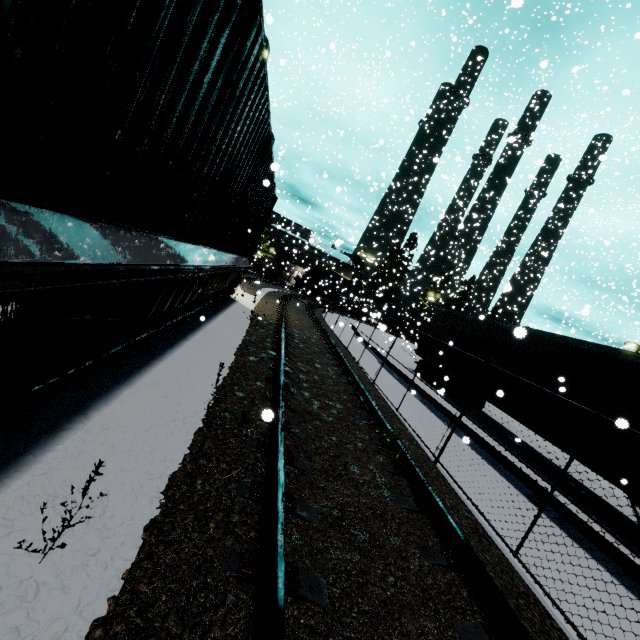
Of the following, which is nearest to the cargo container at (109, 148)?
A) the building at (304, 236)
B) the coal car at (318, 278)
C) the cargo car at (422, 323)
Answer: the building at (304, 236)

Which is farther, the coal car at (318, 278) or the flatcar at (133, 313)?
the coal car at (318, 278)

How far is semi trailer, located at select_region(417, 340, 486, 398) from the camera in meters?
12.5

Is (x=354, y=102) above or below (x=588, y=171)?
above

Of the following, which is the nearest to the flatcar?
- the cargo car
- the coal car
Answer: the coal car

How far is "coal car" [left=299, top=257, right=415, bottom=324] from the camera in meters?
38.5 m

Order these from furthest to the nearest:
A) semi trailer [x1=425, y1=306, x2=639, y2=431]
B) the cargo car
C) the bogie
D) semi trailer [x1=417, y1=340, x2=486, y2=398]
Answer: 1. the cargo car
2. semi trailer [x1=417, y1=340, x2=486, y2=398]
3. semi trailer [x1=425, y1=306, x2=639, y2=431]
4. the bogie

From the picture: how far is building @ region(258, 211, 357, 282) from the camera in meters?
55.4 m
